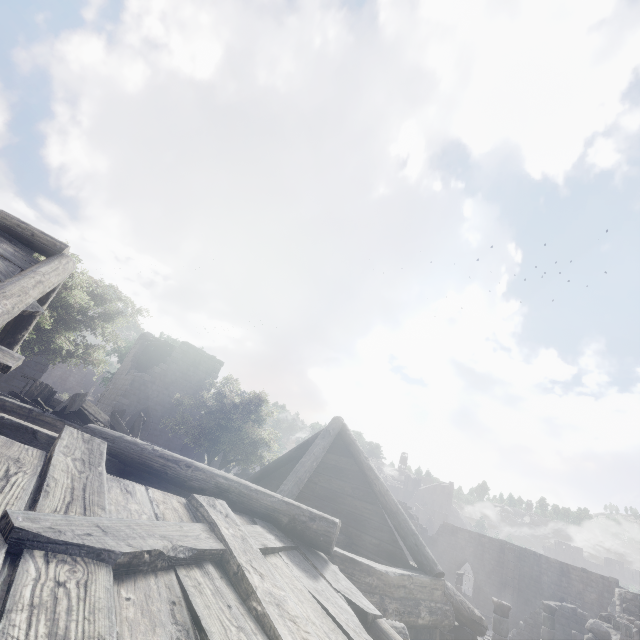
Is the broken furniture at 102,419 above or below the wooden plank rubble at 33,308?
below

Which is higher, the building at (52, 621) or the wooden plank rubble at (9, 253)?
the wooden plank rubble at (9, 253)

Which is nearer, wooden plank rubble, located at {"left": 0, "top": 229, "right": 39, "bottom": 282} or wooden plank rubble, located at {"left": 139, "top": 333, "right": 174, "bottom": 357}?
wooden plank rubble, located at {"left": 0, "top": 229, "right": 39, "bottom": 282}

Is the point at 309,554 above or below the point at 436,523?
below

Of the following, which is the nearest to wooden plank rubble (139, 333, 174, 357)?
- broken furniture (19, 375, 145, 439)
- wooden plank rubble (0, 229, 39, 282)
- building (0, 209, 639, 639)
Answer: building (0, 209, 639, 639)

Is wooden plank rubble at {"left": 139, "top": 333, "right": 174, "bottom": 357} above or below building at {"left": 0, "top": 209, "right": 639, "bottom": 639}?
above

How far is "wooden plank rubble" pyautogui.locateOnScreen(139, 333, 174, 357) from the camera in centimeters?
2608cm
